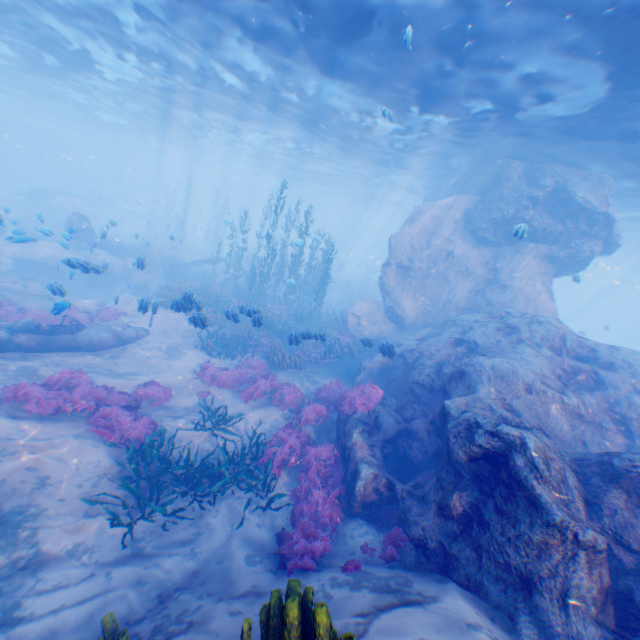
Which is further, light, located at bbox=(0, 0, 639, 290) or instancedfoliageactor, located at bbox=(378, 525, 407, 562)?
light, located at bbox=(0, 0, 639, 290)

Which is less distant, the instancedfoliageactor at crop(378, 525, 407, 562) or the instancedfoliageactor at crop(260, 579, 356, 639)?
the instancedfoliageactor at crop(260, 579, 356, 639)

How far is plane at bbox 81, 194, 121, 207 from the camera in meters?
41.6 m

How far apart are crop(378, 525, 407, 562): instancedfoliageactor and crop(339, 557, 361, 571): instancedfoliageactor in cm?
49

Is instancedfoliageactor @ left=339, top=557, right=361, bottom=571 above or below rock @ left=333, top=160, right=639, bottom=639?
below

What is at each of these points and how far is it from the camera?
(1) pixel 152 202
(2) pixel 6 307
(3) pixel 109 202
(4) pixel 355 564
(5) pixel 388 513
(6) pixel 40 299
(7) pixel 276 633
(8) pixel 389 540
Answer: (1) rock, 57.2m
(2) instancedfoliageactor, 12.4m
(3) plane, 43.6m
(4) instancedfoliageactor, 5.7m
(5) instancedfoliageactor, 7.5m
(6) plane, 14.6m
(7) instancedfoliageactor, 3.0m
(8) instancedfoliageactor, 6.5m

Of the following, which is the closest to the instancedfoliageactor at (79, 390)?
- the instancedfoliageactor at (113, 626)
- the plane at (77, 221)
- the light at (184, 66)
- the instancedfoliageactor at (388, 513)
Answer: the plane at (77, 221)

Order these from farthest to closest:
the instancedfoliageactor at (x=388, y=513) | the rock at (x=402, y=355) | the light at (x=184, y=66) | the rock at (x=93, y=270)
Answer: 1. the rock at (x=93, y=270)
2. the light at (x=184, y=66)
3. the instancedfoliageactor at (x=388, y=513)
4. the rock at (x=402, y=355)
